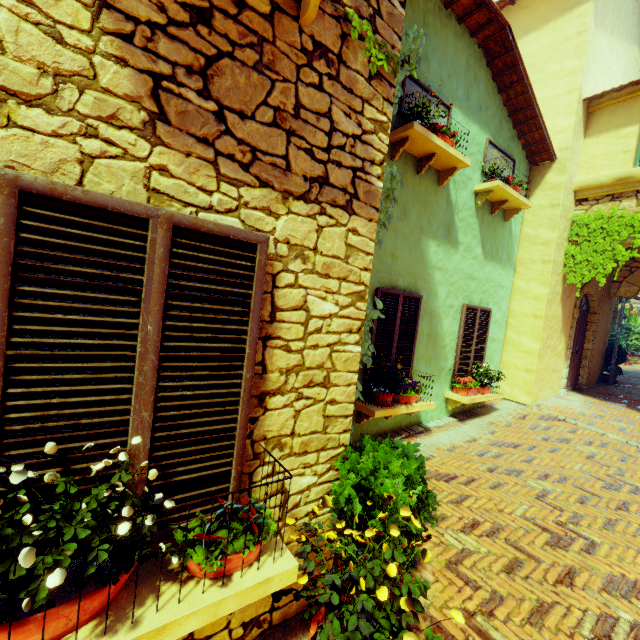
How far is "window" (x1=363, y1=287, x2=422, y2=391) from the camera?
5.1 meters

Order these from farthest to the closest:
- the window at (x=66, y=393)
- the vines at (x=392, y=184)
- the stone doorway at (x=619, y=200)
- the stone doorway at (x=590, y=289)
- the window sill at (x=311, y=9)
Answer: the stone doorway at (x=590, y=289), the stone doorway at (x=619, y=200), the vines at (x=392, y=184), the window sill at (x=311, y=9), the window at (x=66, y=393)

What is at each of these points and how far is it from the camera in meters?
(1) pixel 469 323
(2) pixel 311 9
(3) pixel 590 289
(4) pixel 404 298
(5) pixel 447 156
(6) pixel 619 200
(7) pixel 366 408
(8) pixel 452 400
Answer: (1) window, 6.7
(2) window sill, 1.8
(3) stone doorway, 8.6
(4) window, 5.4
(5) window sill, 5.1
(6) stone doorway, 6.9
(7) window sill, 4.8
(8) window sill, 6.5

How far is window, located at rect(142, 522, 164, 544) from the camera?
1.6 meters

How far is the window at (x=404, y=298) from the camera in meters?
5.1

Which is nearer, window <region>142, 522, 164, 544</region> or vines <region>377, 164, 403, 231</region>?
window <region>142, 522, 164, 544</region>

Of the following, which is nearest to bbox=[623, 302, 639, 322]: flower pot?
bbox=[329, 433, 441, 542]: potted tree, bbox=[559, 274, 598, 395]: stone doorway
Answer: bbox=[559, 274, 598, 395]: stone doorway

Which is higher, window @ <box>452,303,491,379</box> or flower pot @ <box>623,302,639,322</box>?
flower pot @ <box>623,302,639,322</box>
